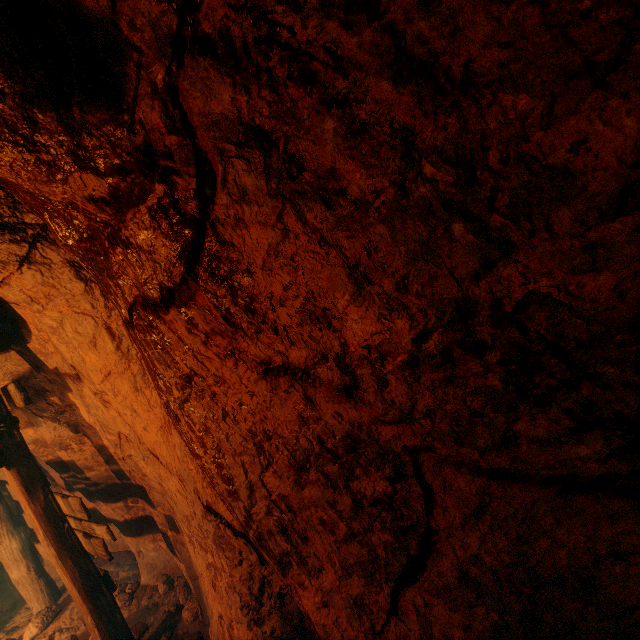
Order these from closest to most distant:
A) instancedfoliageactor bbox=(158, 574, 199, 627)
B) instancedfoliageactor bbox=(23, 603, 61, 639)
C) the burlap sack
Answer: the burlap sack < instancedfoliageactor bbox=(158, 574, 199, 627) < instancedfoliageactor bbox=(23, 603, 61, 639)

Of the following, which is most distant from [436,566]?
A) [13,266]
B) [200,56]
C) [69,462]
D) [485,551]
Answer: [69,462]

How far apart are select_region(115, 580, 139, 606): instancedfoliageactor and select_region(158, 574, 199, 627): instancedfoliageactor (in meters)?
0.38

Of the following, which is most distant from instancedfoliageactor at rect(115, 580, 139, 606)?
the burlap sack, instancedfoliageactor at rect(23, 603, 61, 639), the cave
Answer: the cave

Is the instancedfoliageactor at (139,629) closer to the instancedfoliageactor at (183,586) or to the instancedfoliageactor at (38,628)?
the instancedfoliageactor at (183,586)

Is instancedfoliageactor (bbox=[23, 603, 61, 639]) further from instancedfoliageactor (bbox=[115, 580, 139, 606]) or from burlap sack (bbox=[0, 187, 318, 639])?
instancedfoliageactor (bbox=[115, 580, 139, 606])

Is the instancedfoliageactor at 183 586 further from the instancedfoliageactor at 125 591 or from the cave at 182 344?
the cave at 182 344

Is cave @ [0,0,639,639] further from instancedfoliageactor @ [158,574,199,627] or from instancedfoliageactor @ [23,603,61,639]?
instancedfoliageactor @ [23,603,61,639]
